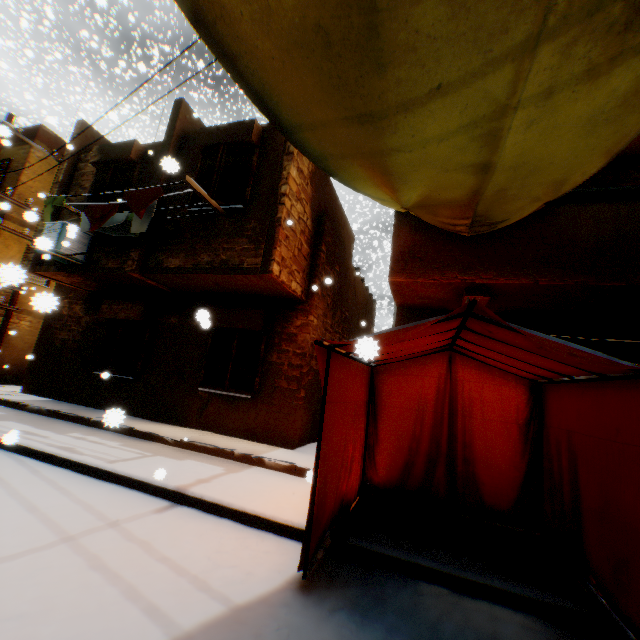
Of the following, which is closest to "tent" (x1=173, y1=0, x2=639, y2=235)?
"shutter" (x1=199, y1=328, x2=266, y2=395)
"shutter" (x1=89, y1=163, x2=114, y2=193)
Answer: "shutter" (x1=199, y1=328, x2=266, y2=395)

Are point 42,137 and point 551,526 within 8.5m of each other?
no

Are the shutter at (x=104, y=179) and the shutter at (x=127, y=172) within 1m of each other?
yes

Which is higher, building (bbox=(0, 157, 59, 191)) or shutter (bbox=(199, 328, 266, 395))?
building (bbox=(0, 157, 59, 191))

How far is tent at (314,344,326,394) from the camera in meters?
3.0 m

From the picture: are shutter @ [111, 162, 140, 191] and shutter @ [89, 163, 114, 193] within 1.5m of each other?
yes

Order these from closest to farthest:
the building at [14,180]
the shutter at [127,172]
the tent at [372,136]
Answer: the tent at [372,136] → the shutter at [127,172] → the building at [14,180]

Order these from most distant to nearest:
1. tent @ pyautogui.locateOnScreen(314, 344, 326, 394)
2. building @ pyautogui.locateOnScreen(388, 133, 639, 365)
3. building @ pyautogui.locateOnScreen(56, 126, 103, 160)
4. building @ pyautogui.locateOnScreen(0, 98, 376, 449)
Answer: building @ pyautogui.locateOnScreen(56, 126, 103, 160) < building @ pyautogui.locateOnScreen(0, 98, 376, 449) < building @ pyautogui.locateOnScreen(388, 133, 639, 365) < tent @ pyautogui.locateOnScreen(314, 344, 326, 394)
